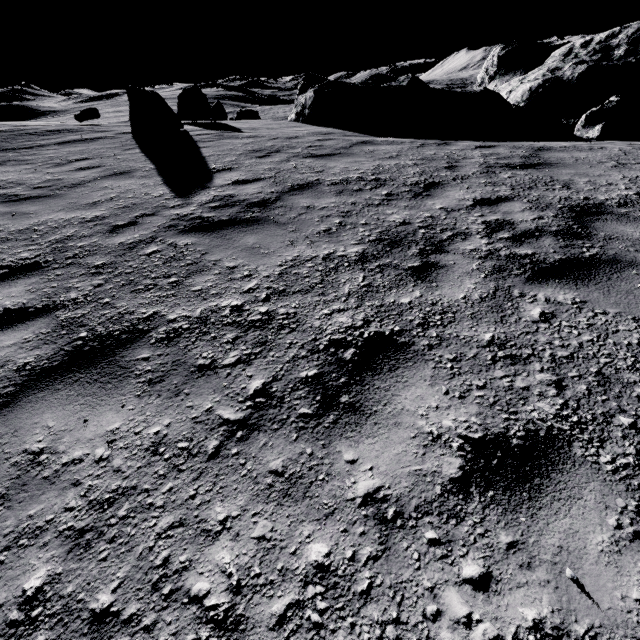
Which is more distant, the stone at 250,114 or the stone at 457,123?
the stone at 250,114

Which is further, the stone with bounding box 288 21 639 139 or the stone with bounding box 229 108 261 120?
the stone with bounding box 229 108 261 120

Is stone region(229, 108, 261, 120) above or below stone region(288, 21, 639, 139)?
below

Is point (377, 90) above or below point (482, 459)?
above

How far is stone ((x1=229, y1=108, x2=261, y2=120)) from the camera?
35.3 meters

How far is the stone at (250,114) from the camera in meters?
35.3
